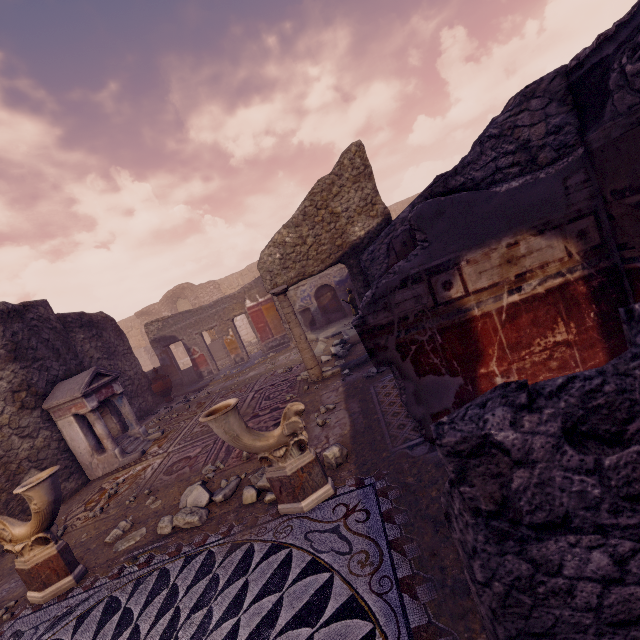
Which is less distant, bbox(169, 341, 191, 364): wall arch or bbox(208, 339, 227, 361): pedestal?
bbox(208, 339, 227, 361): pedestal

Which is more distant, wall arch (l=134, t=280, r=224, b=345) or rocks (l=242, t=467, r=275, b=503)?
wall arch (l=134, t=280, r=224, b=345)

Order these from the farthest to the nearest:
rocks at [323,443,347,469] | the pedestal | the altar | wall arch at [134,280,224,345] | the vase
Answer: wall arch at [134,280,224,345] → the pedestal → the vase → the altar → rocks at [323,443,347,469]

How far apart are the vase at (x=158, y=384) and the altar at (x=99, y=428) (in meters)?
3.65

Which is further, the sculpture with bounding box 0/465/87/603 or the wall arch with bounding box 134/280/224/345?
the wall arch with bounding box 134/280/224/345

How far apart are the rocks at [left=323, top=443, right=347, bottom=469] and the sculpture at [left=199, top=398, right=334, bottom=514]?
0.2m

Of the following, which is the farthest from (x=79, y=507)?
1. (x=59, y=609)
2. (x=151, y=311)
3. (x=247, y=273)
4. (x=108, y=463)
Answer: (x=151, y=311)

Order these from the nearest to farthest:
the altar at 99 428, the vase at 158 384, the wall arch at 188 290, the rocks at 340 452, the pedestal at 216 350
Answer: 1. the rocks at 340 452
2. the altar at 99 428
3. the vase at 158 384
4. the pedestal at 216 350
5. the wall arch at 188 290
